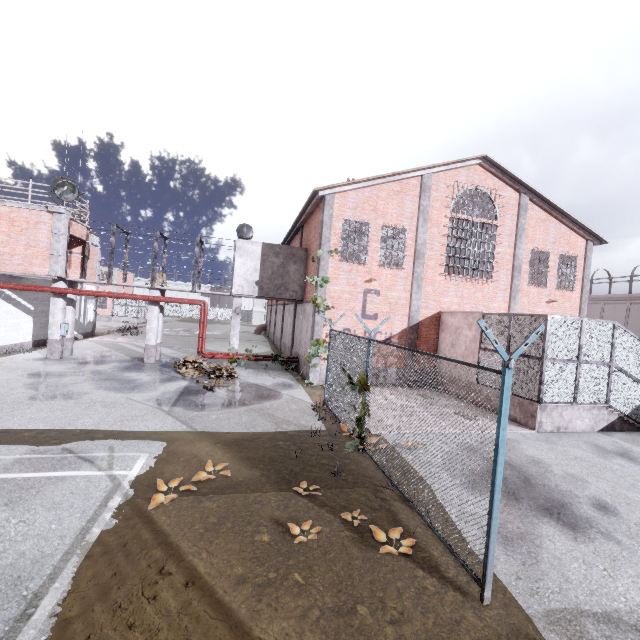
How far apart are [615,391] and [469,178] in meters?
11.6

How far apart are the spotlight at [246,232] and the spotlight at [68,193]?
7.63m

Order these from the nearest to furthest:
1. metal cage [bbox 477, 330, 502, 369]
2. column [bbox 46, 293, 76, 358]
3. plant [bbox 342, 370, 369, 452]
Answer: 1. plant [bbox 342, 370, 369, 452]
2. metal cage [bbox 477, 330, 502, 369]
3. column [bbox 46, 293, 76, 358]

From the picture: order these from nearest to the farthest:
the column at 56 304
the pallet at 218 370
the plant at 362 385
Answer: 1. the plant at 362 385
2. the pallet at 218 370
3. the column at 56 304

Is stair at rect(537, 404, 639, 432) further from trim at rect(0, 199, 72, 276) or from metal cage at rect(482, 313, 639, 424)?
trim at rect(0, 199, 72, 276)

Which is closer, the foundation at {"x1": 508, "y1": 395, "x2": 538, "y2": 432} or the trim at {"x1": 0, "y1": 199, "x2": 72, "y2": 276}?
the foundation at {"x1": 508, "y1": 395, "x2": 538, "y2": 432}

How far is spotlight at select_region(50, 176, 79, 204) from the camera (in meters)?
14.60

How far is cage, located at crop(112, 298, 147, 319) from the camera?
42.6 meters
